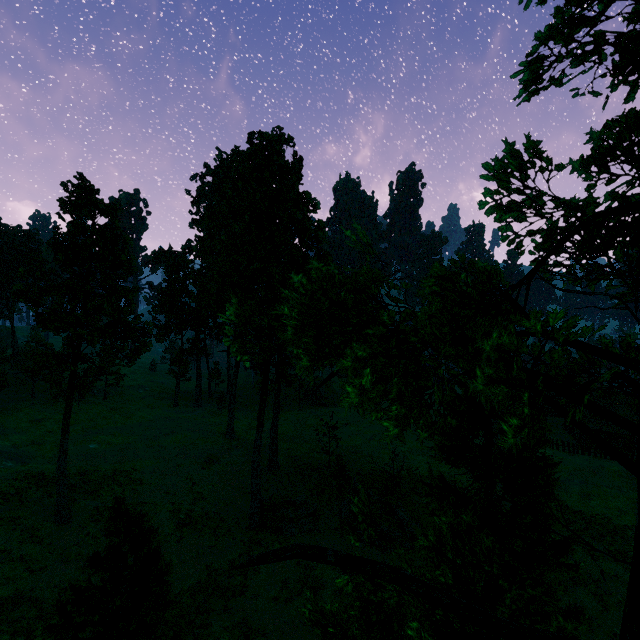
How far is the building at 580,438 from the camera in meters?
45.4 m

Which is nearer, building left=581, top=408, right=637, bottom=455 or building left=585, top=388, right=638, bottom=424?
building left=581, top=408, right=637, bottom=455

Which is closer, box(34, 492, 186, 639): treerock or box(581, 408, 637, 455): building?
box(34, 492, 186, 639): treerock

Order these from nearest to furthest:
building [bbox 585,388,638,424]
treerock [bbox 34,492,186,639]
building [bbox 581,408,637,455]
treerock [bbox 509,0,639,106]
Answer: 1. treerock [bbox 509,0,639,106]
2. treerock [bbox 34,492,186,639]
3. building [bbox 581,408,637,455]
4. building [bbox 585,388,638,424]

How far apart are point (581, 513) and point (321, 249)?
32.9m

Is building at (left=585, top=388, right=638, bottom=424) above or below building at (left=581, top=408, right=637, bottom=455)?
above

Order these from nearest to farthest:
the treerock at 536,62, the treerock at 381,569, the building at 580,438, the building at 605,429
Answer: the treerock at 381,569
the treerock at 536,62
the building at 605,429
the building at 580,438

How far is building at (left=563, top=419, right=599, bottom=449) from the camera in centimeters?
4538cm
